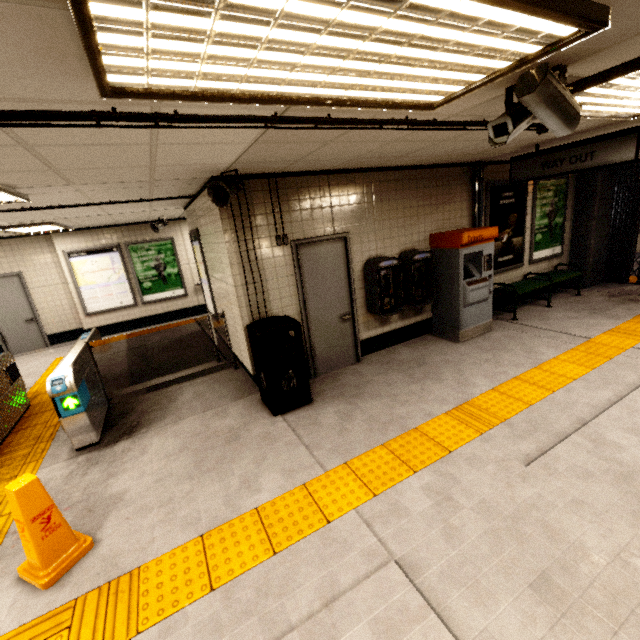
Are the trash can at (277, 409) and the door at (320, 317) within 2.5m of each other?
yes

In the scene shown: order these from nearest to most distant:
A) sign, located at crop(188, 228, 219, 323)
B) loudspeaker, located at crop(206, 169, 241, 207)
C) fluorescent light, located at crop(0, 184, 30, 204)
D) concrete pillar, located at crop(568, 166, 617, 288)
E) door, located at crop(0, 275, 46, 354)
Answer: fluorescent light, located at crop(0, 184, 30, 204), loudspeaker, located at crop(206, 169, 241, 207), sign, located at crop(188, 228, 219, 323), concrete pillar, located at crop(568, 166, 617, 288), door, located at crop(0, 275, 46, 354)

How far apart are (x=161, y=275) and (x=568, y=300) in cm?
1052

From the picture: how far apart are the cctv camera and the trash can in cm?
293

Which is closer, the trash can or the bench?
the trash can

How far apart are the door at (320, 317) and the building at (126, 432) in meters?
0.9

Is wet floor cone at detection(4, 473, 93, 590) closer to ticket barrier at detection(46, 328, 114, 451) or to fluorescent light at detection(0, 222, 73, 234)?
ticket barrier at detection(46, 328, 114, 451)

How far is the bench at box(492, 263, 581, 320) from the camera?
6.3 meters
